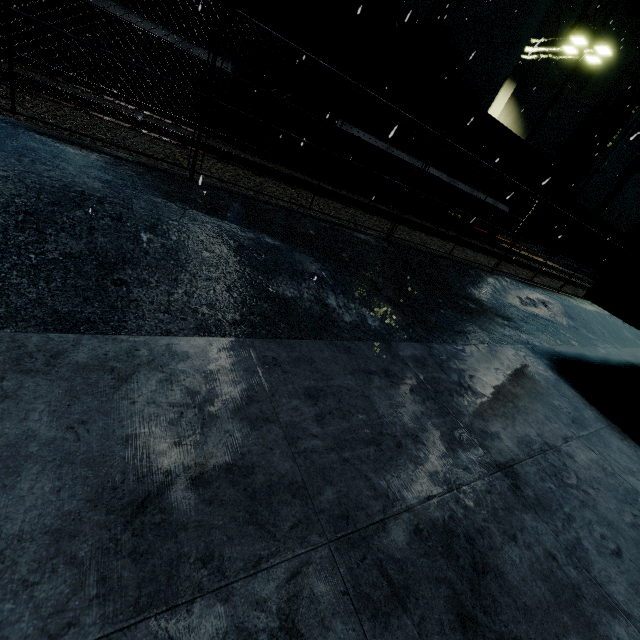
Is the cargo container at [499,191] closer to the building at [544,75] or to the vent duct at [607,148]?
the building at [544,75]

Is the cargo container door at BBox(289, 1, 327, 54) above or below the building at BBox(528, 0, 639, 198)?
below

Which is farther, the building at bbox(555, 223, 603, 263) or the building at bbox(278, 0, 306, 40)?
the building at bbox(555, 223, 603, 263)

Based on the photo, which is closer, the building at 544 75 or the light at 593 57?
the light at 593 57

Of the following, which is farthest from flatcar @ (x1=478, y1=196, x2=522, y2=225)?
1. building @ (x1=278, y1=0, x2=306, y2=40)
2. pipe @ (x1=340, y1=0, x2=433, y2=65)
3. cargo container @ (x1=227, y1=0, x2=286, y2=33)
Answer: pipe @ (x1=340, y1=0, x2=433, y2=65)

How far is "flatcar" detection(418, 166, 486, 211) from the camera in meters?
12.8

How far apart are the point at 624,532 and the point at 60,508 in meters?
3.0

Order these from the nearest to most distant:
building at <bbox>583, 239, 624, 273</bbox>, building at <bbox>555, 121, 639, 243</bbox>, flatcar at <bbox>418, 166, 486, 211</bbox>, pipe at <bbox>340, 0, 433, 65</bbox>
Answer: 1. flatcar at <bbox>418, 166, 486, 211</bbox>
2. pipe at <bbox>340, 0, 433, 65</bbox>
3. building at <bbox>555, 121, 639, 243</bbox>
4. building at <bbox>583, 239, 624, 273</bbox>
